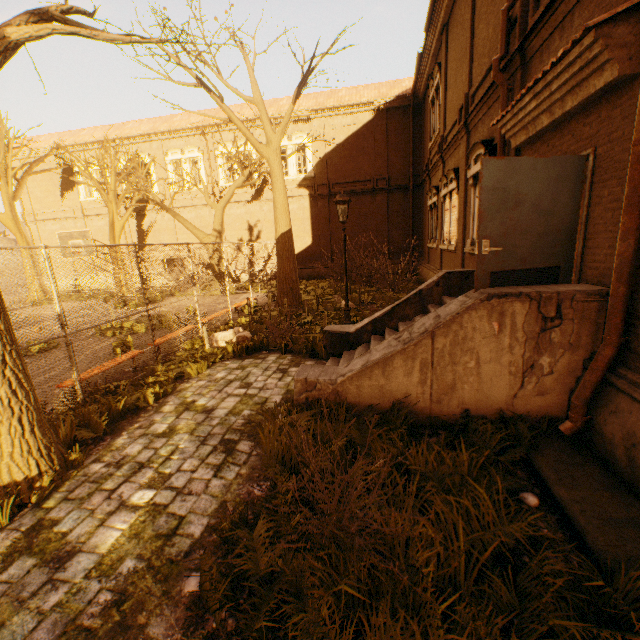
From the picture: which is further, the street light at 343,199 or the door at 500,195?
the street light at 343,199

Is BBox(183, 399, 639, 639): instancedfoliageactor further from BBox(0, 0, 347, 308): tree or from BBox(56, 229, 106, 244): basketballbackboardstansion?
BBox(56, 229, 106, 244): basketballbackboardstansion

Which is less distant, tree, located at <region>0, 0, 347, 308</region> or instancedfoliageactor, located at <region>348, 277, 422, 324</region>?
tree, located at <region>0, 0, 347, 308</region>

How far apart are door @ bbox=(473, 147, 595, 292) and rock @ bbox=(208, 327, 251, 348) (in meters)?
5.92

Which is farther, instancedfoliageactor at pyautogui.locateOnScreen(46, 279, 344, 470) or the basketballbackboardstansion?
the basketballbackboardstansion

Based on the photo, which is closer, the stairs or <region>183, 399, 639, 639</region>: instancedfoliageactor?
<region>183, 399, 639, 639</region>: instancedfoliageactor

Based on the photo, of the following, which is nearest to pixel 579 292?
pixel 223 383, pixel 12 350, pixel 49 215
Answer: pixel 223 383

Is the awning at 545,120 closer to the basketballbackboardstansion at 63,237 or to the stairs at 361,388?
the stairs at 361,388
